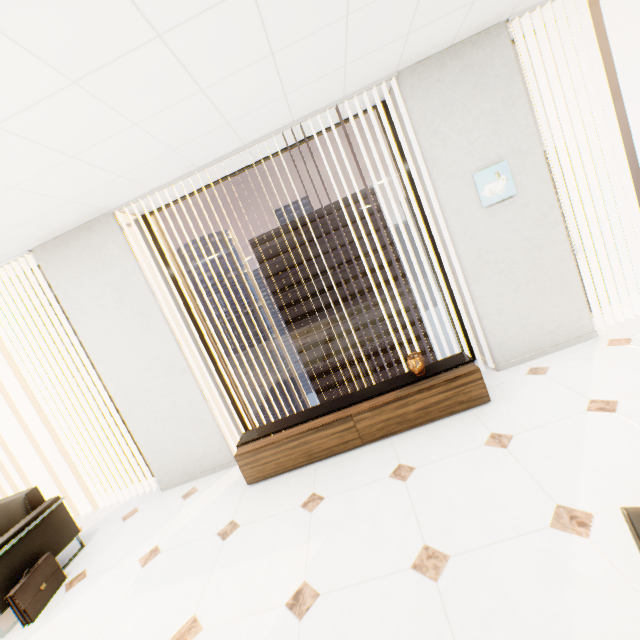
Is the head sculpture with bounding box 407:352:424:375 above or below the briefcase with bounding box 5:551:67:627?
above

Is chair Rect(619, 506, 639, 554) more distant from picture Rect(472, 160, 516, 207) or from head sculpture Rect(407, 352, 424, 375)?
picture Rect(472, 160, 516, 207)

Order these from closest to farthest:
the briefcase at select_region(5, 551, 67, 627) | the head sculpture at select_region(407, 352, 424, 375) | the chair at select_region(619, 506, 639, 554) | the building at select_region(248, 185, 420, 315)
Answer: the chair at select_region(619, 506, 639, 554) → the briefcase at select_region(5, 551, 67, 627) → the head sculpture at select_region(407, 352, 424, 375) → the building at select_region(248, 185, 420, 315)

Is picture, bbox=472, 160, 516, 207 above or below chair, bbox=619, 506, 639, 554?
above

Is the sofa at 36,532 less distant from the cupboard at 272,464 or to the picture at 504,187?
the cupboard at 272,464

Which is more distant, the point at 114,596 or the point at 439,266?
the point at 439,266

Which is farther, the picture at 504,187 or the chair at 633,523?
the picture at 504,187

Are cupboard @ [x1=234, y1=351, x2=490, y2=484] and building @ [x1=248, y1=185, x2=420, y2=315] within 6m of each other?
no
